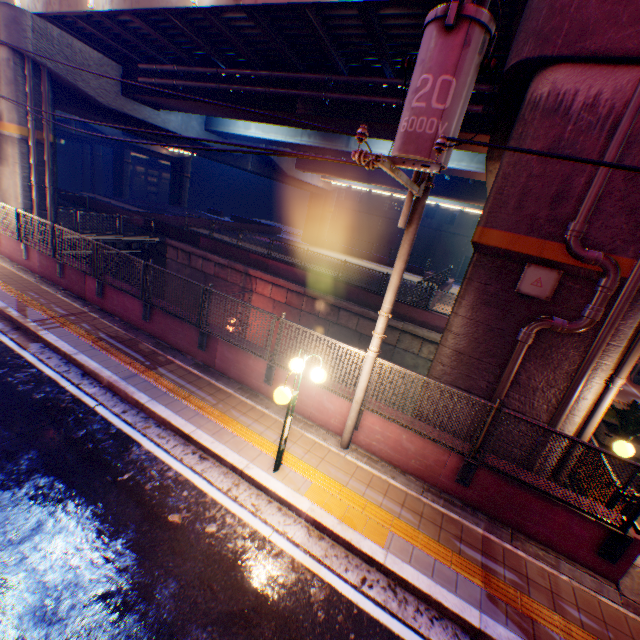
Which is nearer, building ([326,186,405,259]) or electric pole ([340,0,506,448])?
electric pole ([340,0,506,448])

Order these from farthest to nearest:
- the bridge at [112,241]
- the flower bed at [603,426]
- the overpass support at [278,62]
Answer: the bridge at [112,241] < the flower bed at [603,426] < the overpass support at [278,62]

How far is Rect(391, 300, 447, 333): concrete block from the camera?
16.2 meters

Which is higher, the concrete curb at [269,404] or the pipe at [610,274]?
the pipe at [610,274]

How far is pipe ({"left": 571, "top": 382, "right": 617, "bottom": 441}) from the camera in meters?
6.5

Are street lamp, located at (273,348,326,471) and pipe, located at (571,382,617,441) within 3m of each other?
no

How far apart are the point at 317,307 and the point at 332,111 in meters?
10.1 m

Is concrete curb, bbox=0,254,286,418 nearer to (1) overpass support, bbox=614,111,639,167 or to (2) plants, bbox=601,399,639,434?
(1) overpass support, bbox=614,111,639,167
